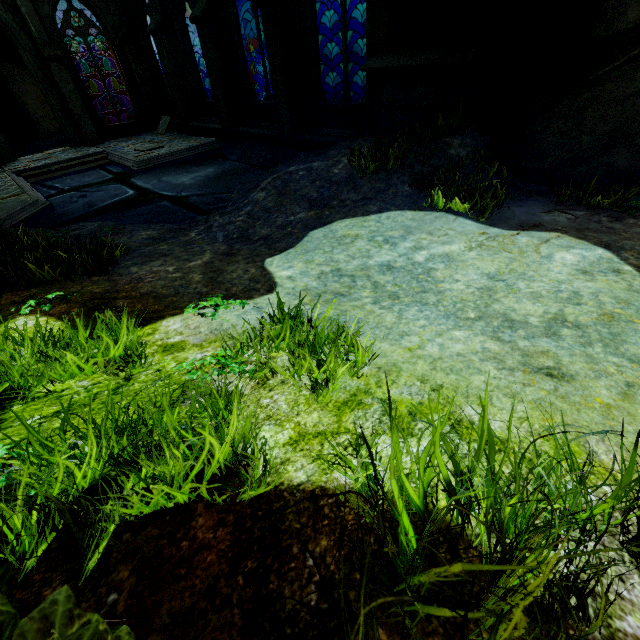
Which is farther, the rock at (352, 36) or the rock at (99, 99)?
the rock at (352, 36)

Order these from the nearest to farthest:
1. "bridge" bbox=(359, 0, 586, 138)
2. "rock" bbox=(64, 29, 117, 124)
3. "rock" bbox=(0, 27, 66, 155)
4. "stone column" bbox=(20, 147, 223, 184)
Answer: "bridge" bbox=(359, 0, 586, 138)
"stone column" bbox=(20, 147, 223, 184)
"rock" bbox=(0, 27, 66, 155)
"rock" bbox=(64, 29, 117, 124)

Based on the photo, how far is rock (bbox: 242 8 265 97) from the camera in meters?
17.7 m

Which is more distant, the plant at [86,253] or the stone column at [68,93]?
the stone column at [68,93]

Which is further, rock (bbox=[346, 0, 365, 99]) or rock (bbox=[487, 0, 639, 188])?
rock (bbox=[346, 0, 365, 99])

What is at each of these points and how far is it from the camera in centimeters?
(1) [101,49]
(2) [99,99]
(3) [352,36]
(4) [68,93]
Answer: (1) rock, 1727cm
(2) rock, 1942cm
(3) rock, 1845cm
(4) stone column, 1224cm

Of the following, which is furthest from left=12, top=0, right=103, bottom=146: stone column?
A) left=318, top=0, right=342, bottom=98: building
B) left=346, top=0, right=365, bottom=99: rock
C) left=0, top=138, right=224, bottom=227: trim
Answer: left=318, top=0, right=342, bottom=98: building

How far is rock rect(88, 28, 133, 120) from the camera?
17.03m
